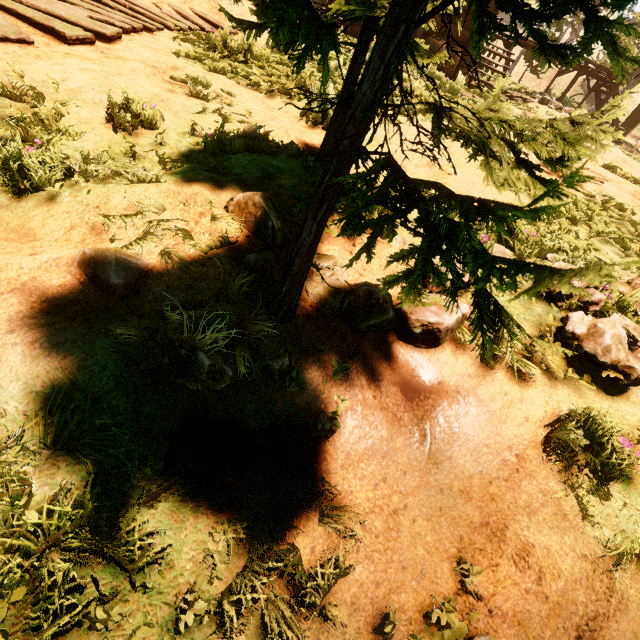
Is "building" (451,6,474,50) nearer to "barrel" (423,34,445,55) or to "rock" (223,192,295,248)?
"barrel" (423,34,445,55)

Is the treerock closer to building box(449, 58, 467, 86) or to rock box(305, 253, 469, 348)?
building box(449, 58, 467, 86)

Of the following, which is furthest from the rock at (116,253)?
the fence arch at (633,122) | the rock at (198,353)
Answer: the fence arch at (633,122)

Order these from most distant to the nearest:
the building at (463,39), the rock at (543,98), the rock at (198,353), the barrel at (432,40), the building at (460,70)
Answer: the rock at (543,98)
the building at (463,39)
the barrel at (432,40)
the building at (460,70)
the rock at (198,353)

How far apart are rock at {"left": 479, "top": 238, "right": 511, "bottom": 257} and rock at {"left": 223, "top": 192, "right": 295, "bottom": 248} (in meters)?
2.01

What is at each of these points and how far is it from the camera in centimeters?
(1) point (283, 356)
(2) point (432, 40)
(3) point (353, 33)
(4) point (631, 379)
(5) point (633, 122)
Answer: (1) rock, 186cm
(2) barrel, 1052cm
(3) building, 1123cm
(4) rock, 250cm
(5) fence arch, 1697cm

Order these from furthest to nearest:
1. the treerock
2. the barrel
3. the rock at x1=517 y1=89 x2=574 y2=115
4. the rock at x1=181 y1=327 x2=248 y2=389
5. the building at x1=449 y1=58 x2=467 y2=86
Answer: the rock at x1=517 y1=89 x2=574 y2=115
the barrel
the building at x1=449 y1=58 x2=467 y2=86
the rock at x1=181 y1=327 x2=248 y2=389
the treerock

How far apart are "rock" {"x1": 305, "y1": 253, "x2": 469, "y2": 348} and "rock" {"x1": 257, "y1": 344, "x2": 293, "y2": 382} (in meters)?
0.43
